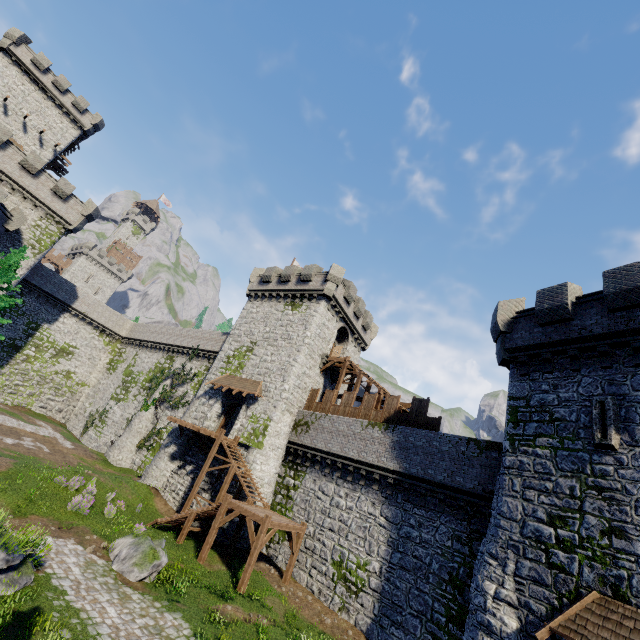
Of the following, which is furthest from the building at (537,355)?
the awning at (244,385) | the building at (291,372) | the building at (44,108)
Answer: the building at (44,108)

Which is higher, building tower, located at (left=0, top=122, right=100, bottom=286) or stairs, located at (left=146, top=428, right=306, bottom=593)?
building tower, located at (left=0, top=122, right=100, bottom=286)

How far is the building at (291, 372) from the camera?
25.53m

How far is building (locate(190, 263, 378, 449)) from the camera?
25.5m

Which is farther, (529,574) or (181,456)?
(181,456)

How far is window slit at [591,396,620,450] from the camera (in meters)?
10.85

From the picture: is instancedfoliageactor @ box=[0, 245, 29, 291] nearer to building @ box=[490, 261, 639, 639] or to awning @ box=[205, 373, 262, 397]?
awning @ box=[205, 373, 262, 397]

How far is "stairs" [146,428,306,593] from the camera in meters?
16.1 m
